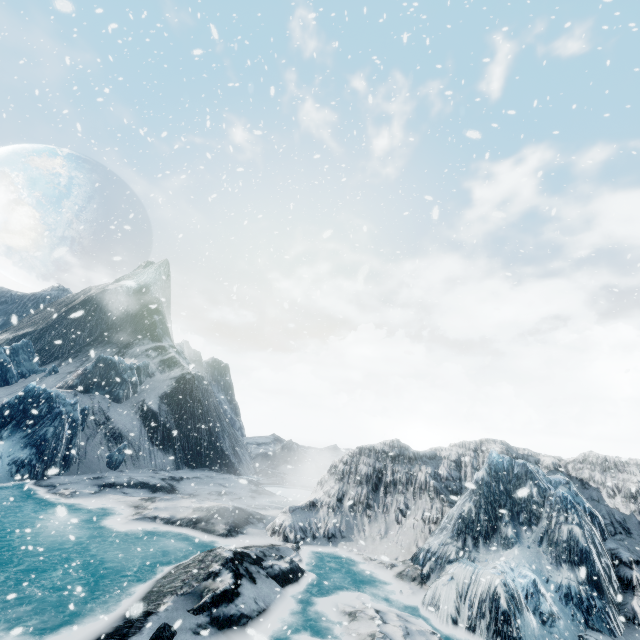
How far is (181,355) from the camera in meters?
46.7 m
